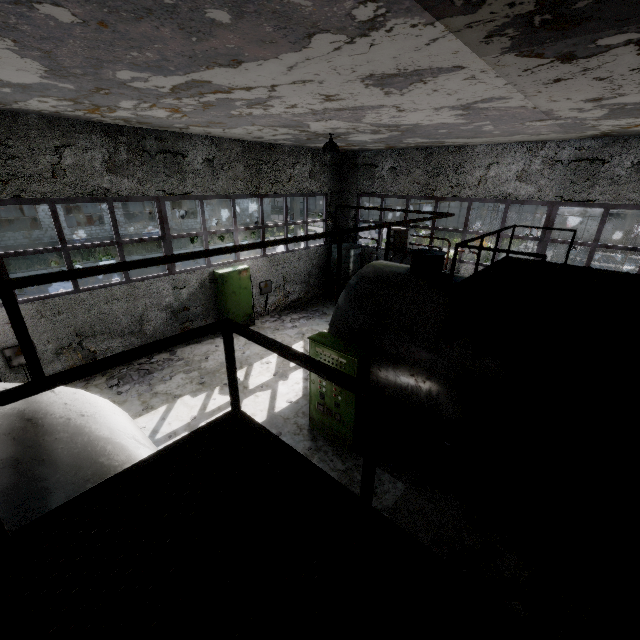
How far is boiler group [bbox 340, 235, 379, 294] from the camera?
15.3m

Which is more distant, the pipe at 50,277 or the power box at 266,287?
the power box at 266,287

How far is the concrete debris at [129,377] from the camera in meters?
9.2

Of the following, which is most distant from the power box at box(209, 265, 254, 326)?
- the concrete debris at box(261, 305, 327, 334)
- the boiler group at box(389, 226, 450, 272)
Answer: the boiler group at box(389, 226, 450, 272)

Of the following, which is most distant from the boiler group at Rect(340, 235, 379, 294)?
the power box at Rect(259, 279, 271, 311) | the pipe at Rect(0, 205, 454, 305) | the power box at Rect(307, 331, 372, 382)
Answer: the pipe at Rect(0, 205, 454, 305)

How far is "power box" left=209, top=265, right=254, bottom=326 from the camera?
11.9m

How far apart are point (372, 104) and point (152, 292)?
8.5 meters

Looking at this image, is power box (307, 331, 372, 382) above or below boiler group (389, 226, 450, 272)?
below
